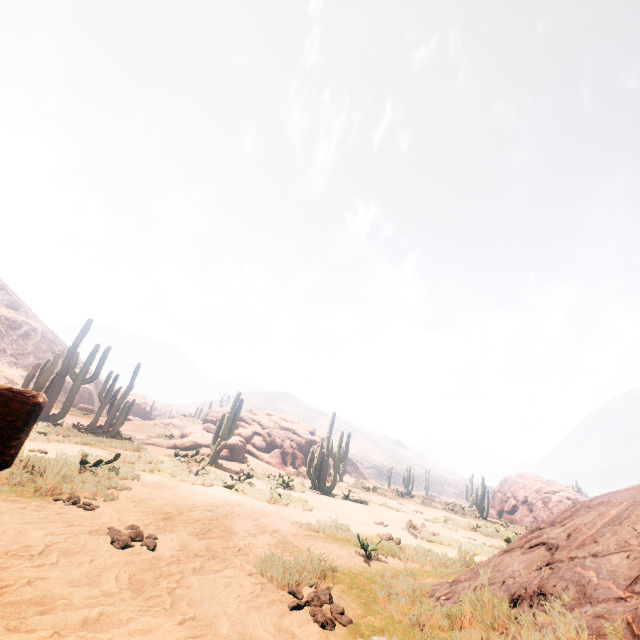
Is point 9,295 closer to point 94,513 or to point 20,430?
point 94,513

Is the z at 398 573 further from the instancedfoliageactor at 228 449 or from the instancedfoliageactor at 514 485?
the instancedfoliageactor at 514 485

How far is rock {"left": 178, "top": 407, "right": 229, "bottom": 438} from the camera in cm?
2558

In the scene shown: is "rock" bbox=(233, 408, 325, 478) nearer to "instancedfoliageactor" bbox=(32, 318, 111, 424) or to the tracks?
"instancedfoliageactor" bbox=(32, 318, 111, 424)

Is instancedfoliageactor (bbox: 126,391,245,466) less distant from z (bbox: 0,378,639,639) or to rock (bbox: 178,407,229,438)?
z (bbox: 0,378,639,639)

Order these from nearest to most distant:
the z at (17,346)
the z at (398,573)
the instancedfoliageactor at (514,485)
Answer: the z at (398,573)
the instancedfoliageactor at (514,485)
the z at (17,346)

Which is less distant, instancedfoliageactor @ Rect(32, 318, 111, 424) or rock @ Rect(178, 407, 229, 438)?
instancedfoliageactor @ Rect(32, 318, 111, 424)

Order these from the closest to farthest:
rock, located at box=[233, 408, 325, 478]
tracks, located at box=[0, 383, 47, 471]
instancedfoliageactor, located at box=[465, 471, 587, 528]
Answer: tracks, located at box=[0, 383, 47, 471] → instancedfoliageactor, located at box=[465, 471, 587, 528] → rock, located at box=[233, 408, 325, 478]
